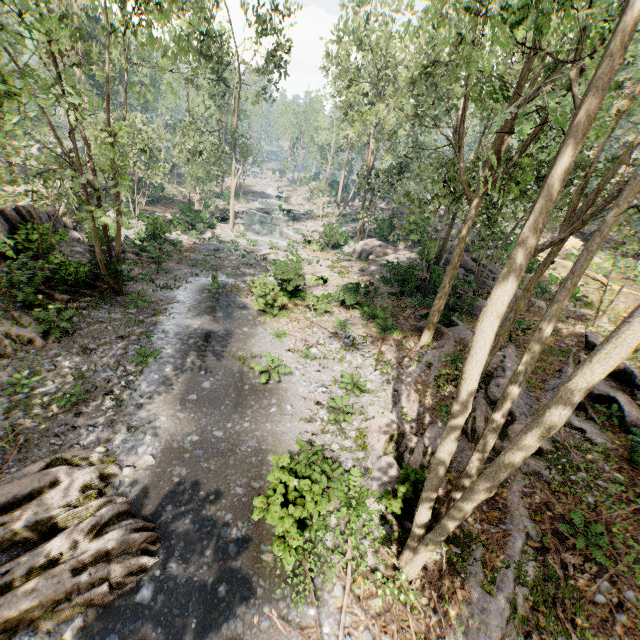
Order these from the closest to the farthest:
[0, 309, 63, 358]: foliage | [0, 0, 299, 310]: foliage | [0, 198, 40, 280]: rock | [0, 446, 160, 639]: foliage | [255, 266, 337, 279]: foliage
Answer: [0, 446, 160, 639]: foliage < [0, 0, 299, 310]: foliage < [0, 309, 63, 358]: foliage < [0, 198, 40, 280]: rock < [255, 266, 337, 279]: foliage

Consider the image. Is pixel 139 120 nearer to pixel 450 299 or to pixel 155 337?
pixel 155 337

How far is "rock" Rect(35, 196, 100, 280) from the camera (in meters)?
16.33

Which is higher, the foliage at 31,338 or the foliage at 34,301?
the foliage at 34,301

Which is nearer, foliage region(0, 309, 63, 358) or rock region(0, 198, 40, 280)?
foliage region(0, 309, 63, 358)

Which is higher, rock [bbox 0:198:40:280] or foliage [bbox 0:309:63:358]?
rock [bbox 0:198:40:280]
